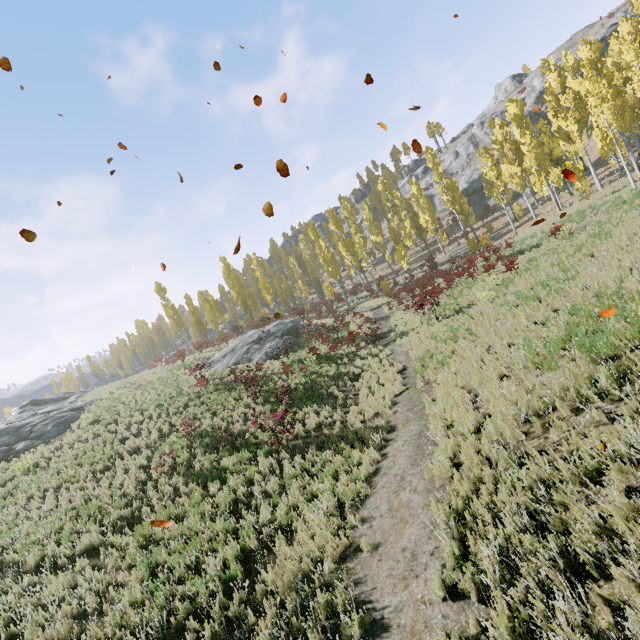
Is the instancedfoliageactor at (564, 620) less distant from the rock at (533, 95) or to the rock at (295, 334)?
the rock at (295, 334)

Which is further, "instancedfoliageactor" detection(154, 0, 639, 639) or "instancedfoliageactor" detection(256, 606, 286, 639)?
"instancedfoliageactor" detection(256, 606, 286, 639)

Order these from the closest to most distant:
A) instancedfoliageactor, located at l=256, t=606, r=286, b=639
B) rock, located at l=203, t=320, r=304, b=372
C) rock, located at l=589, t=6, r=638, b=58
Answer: instancedfoliageactor, located at l=256, t=606, r=286, b=639
rock, located at l=203, t=320, r=304, b=372
rock, located at l=589, t=6, r=638, b=58

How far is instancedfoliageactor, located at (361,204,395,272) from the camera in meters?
49.9

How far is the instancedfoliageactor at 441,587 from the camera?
4.30m

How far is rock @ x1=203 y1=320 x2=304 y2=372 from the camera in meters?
24.5

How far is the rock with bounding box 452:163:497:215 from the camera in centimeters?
4894cm

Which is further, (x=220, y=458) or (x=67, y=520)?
(x=220, y=458)
